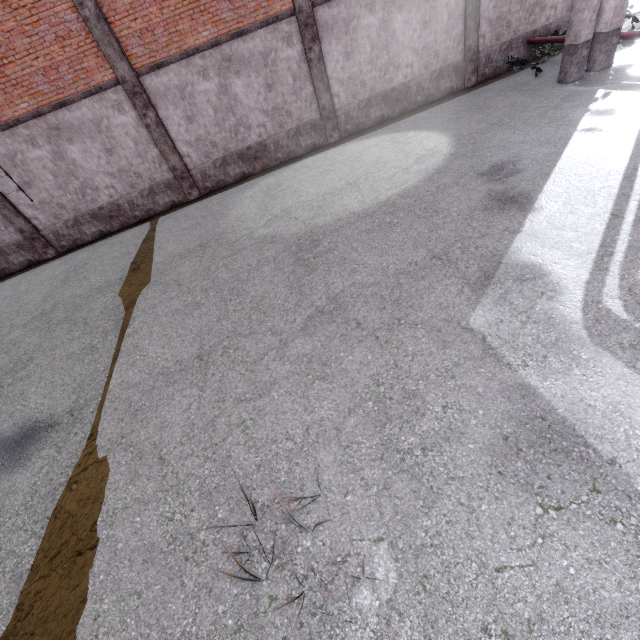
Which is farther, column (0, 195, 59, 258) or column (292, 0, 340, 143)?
column (0, 195, 59, 258)

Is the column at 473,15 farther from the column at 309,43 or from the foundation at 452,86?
the column at 309,43

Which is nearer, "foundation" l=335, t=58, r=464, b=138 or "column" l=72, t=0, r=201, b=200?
"column" l=72, t=0, r=201, b=200

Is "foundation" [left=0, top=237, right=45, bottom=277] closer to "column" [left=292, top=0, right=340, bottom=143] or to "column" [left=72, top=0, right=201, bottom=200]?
"column" [left=72, top=0, right=201, bottom=200]

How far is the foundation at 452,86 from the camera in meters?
12.3 m

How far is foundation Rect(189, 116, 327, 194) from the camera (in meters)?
12.19

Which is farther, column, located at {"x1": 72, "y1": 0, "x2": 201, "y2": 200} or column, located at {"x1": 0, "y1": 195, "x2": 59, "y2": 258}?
column, located at {"x1": 0, "y1": 195, "x2": 59, "y2": 258}

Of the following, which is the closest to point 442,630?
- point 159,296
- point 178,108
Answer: point 159,296
